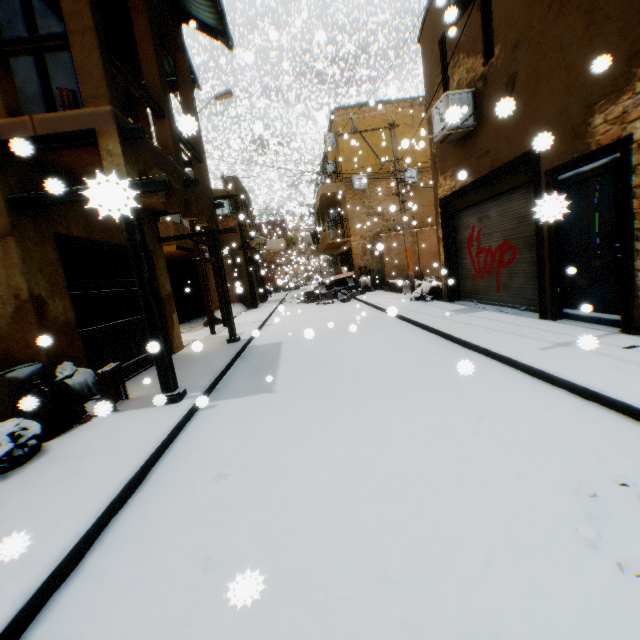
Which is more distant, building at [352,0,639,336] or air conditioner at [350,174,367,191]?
air conditioner at [350,174,367,191]

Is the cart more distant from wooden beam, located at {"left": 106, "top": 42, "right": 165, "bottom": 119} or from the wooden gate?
wooden beam, located at {"left": 106, "top": 42, "right": 165, "bottom": 119}

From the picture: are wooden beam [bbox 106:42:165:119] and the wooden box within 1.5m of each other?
no

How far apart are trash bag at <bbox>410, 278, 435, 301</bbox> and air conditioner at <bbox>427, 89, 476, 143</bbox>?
2.2 meters

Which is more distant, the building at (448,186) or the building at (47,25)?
the building at (47,25)

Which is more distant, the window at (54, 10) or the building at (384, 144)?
the building at (384, 144)

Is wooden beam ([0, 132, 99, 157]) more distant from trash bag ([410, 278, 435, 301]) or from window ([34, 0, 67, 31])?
trash bag ([410, 278, 435, 301])

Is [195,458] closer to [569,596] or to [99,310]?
[569,596]
